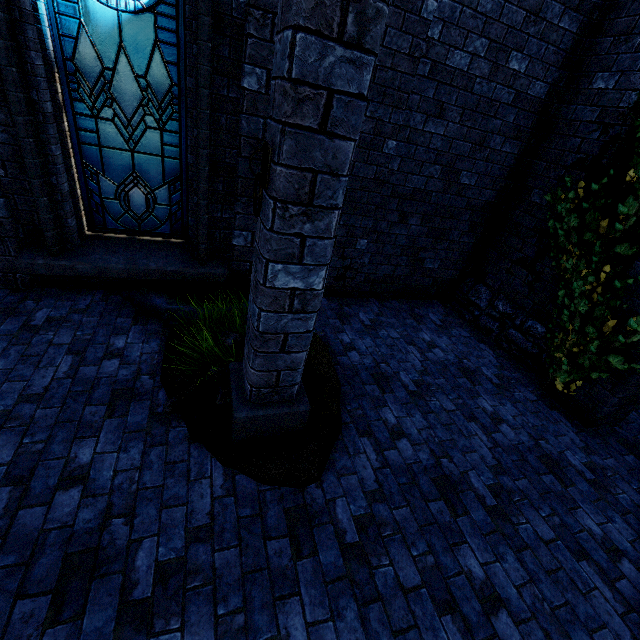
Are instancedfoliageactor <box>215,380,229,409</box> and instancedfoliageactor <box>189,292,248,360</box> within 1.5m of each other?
yes

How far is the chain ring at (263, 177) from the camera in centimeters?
187cm

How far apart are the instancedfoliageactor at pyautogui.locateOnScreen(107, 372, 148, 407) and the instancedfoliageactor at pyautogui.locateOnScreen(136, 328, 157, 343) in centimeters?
A: 37cm

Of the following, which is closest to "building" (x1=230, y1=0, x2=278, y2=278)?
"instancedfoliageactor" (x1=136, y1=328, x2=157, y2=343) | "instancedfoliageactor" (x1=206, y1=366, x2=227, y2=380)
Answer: "instancedfoliageactor" (x1=136, y1=328, x2=157, y2=343)

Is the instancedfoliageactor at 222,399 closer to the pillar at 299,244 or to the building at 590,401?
the pillar at 299,244

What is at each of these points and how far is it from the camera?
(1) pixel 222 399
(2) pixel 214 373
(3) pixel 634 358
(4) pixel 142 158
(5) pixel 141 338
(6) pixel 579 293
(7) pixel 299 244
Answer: (1) instancedfoliageactor, 3.2m
(2) instancedfoliageactor, 3.3m
(3) building, 3.8m
(4) window glass, 4.2m
(5) instancedfoliageactor, 4.0m
(6) ivy, 4.3m
(7) pillar, 2.1m

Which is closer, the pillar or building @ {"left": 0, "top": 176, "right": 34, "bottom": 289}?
the pillar

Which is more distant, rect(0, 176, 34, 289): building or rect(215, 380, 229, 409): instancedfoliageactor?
rect(0, 176, 34, 289): building
